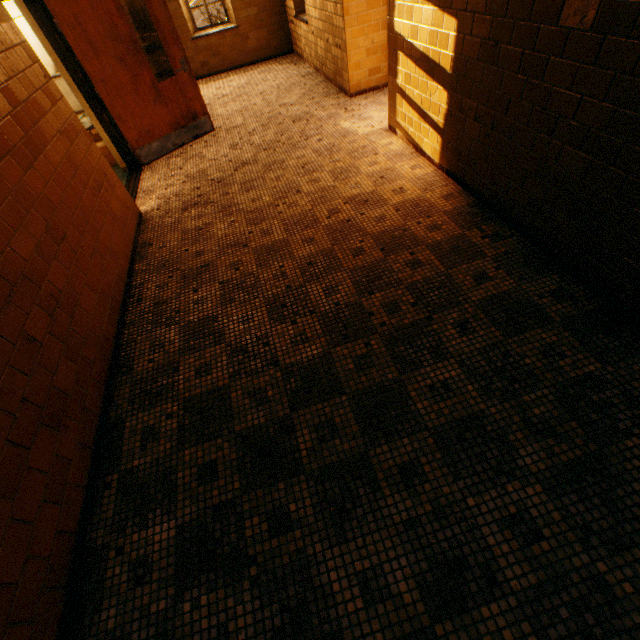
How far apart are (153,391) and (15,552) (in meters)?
1.14
